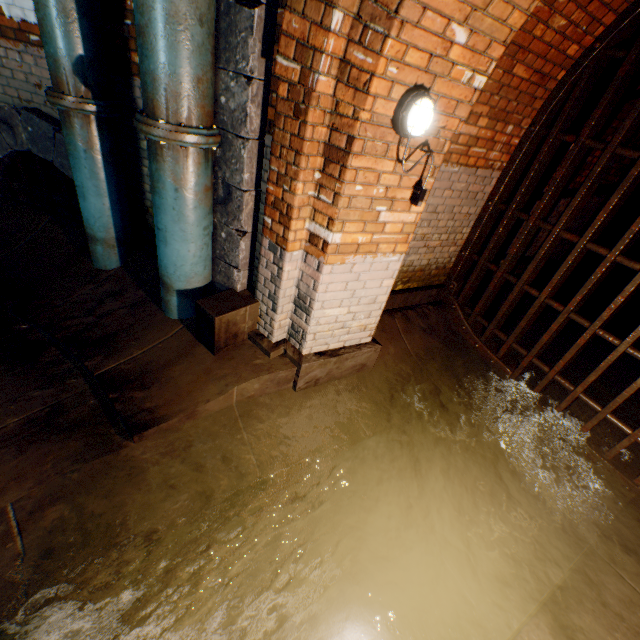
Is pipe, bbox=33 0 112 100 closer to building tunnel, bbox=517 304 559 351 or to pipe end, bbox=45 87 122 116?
pipe end, bbox=45 87 122 116

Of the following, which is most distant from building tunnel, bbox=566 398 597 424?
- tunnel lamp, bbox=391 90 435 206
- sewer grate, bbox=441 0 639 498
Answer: tunnel lamp, bbox=391 90 435 206

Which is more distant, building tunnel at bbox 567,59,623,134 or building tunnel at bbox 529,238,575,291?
building tunnel at bbox 529,238,575,291

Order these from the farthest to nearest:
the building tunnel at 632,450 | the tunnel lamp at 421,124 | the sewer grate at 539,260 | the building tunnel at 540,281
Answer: the building tunnel at 540,281 < the building tunnel at 632,450 < the sewer grate at 539,260 < the tunnel lamp at 421,124

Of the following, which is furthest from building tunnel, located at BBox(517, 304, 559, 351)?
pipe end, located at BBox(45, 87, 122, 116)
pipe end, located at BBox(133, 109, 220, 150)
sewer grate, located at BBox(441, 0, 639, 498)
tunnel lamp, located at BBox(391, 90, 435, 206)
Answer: pipe end, located at BBox(45, 87, 122, 116)

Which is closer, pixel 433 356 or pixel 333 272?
pixel 333 272

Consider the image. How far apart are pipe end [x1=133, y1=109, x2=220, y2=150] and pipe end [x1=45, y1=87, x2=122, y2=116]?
0.64m

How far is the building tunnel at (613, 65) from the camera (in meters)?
3.47
